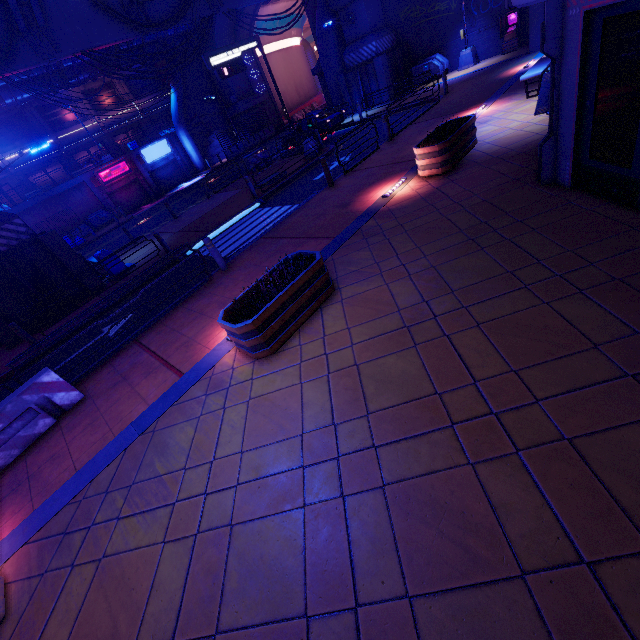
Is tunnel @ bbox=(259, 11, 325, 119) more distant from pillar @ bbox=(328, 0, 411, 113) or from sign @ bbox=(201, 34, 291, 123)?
sign @ bbox=(201, 34, 291, 123)

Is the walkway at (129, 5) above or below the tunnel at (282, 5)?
below

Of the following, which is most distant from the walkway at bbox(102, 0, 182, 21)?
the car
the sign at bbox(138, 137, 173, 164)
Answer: the sign at bbox(138, 137, 173, 164)

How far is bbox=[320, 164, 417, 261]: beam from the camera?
7.98m

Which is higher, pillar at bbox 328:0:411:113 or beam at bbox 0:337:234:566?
pillar at bbox 328:0:411:113

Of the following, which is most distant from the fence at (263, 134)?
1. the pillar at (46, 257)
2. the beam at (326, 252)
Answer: the beam at (326, 252)

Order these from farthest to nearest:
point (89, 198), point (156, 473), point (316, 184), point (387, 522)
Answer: point (89, 198) → point (316, 184) → point (156, 473) → point (387, 522)

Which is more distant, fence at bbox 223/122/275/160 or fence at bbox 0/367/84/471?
fence at bbox 223/122/275/160
